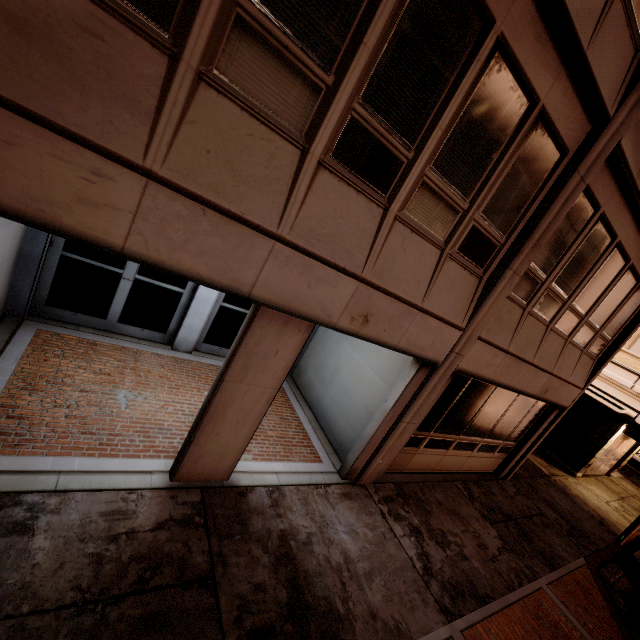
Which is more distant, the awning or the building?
the awning

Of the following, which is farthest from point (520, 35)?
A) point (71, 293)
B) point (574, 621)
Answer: point (574, 621)

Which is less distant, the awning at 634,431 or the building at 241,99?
the building at 241,99
